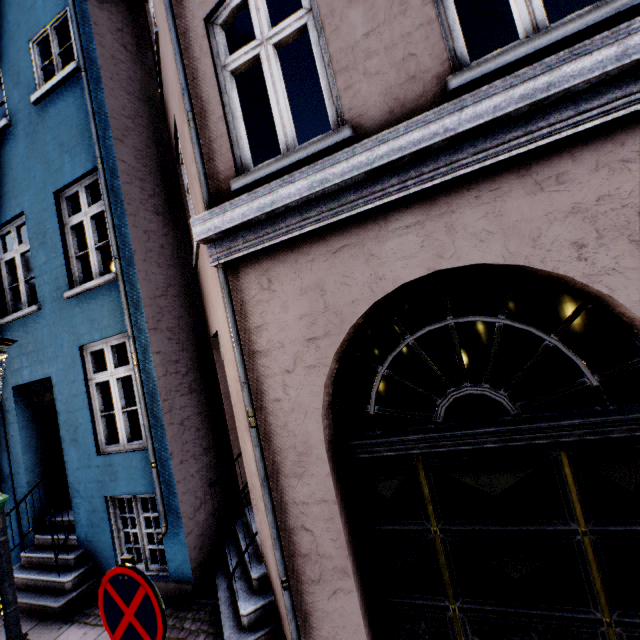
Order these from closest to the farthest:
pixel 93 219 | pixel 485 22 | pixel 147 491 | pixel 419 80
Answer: pixel 419 80
pixel 147 491
pixel 93 219
pixel 485 22

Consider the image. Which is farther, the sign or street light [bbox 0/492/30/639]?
street light [bbox 0/492/30/639]

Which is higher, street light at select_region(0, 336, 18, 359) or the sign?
street light at select_region(0, 336, 18, 359)

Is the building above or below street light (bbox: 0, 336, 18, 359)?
below

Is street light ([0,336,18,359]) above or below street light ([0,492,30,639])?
above

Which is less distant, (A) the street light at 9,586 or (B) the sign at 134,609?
(B) the sign at 134,609

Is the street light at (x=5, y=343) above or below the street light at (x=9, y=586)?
above
